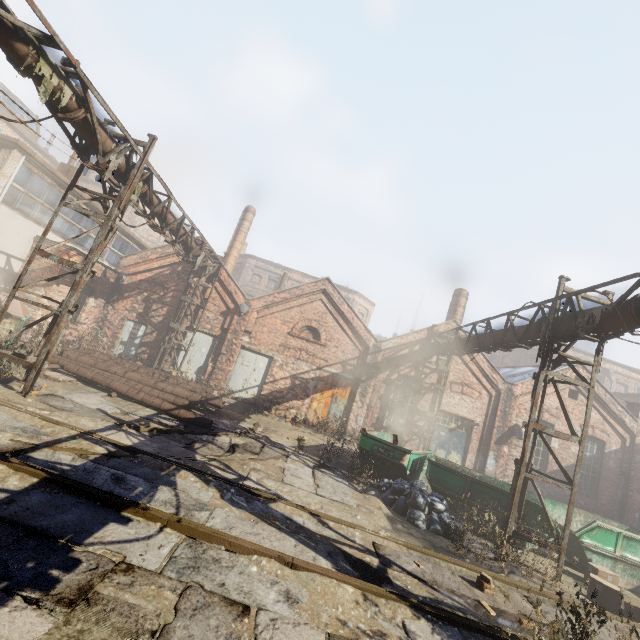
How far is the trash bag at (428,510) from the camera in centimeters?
767cm

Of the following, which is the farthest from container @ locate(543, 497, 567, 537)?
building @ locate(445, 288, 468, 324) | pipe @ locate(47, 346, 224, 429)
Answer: building @ locate(445, 288, 468, 324)

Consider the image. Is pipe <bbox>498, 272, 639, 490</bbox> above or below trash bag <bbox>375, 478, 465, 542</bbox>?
above

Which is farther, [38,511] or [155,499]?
[155,499]

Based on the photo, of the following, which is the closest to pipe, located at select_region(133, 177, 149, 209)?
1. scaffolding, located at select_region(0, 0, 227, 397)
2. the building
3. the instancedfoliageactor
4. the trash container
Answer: scaffolding, located at select_region(0, 0, 227, 397)

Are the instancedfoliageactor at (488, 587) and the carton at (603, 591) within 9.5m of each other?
yes

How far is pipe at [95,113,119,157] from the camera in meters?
7.1

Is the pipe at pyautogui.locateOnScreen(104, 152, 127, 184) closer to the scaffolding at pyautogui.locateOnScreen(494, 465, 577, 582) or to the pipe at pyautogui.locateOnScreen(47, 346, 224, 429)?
the scaffolding at pyautogui.locateOnScreen(494, 465, 577, 582)
